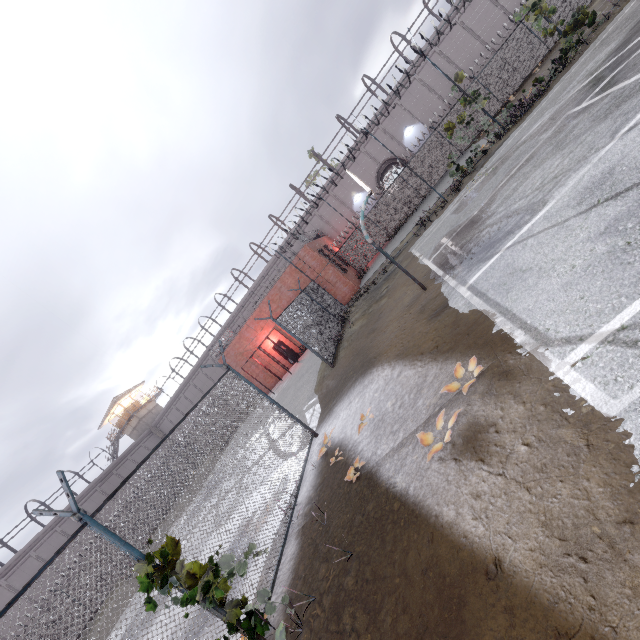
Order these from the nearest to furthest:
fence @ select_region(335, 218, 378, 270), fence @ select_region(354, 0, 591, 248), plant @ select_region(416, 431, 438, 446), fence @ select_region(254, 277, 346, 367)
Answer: plant @ select_region(416, 431, 438, 446), fence @ select_region(254, 277, 346, 367), fence @ select_region(354, 0, 591, 248), fence @ select_region(335, 218, 378, 270)

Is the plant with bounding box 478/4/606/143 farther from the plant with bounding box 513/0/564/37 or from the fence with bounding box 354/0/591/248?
the plant with bounding box 513/0/564/37

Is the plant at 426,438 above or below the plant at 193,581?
below

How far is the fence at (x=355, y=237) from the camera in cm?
→ 1867

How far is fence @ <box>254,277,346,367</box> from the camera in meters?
12.1

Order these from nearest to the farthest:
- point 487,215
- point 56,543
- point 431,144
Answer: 1. point 487,215
2. point 431,144
3. point 56,543

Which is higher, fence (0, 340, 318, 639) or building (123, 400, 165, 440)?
building (123, 400, 165, 440)

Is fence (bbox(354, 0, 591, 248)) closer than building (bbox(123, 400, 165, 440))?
Yes
